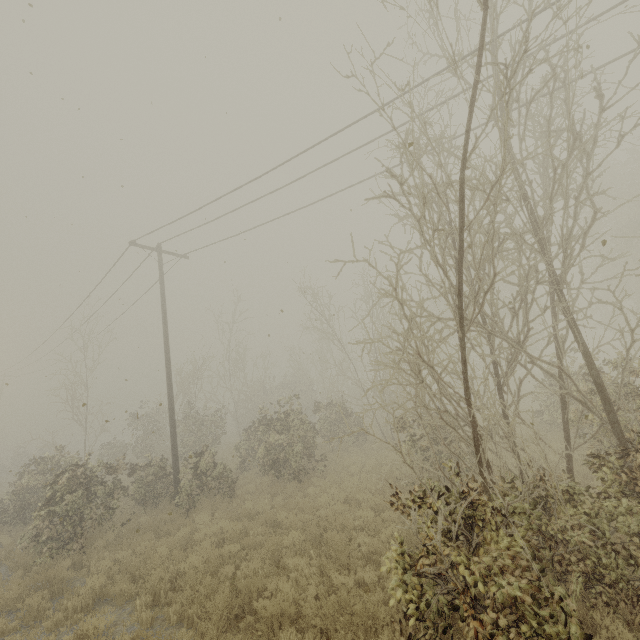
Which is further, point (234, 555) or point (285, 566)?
point (234, 555)
